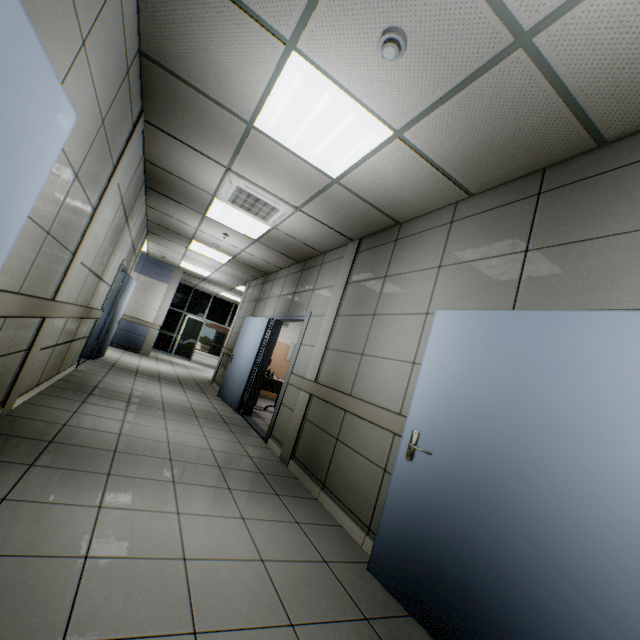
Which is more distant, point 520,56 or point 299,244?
point 299,244

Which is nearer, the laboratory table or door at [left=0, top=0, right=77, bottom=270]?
door at [left=0, top=0, right=77, bottom=270]

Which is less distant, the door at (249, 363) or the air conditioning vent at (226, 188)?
the air conditioning vent at (226, 188)

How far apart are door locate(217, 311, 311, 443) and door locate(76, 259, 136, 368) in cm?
274

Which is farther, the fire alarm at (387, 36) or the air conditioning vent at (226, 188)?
the air conditioning vent at (226, 188)

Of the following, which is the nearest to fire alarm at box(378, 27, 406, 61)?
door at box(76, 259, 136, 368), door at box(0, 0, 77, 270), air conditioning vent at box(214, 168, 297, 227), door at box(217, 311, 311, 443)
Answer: door at box(0, 0, 77, 270)

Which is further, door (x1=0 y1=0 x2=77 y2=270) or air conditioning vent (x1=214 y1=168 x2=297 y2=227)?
air conditioning vent (x1=214 y1=168 x2=297 y2=227)

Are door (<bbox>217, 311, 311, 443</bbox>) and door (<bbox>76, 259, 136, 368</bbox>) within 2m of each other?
no
